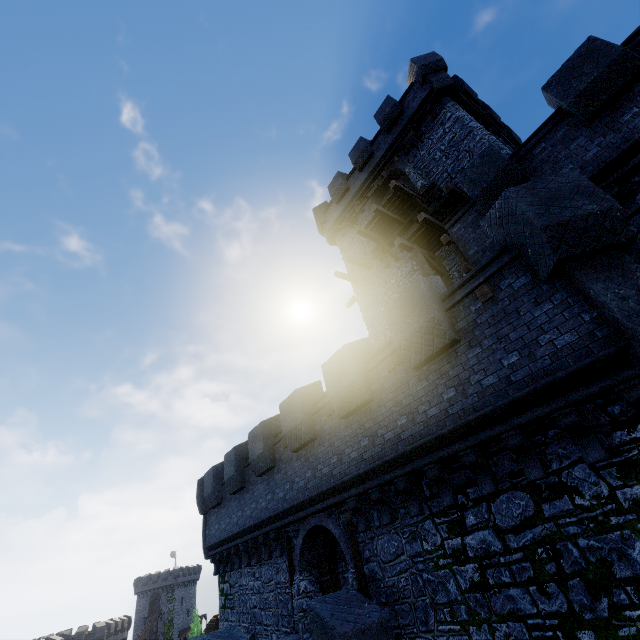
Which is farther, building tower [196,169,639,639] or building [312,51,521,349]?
building [312,51,521,349]

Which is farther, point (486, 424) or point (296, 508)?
point (296, 508)

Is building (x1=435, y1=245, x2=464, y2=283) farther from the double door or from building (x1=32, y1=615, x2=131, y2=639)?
building (x1=32, y1=615, x2=131, y2=639)

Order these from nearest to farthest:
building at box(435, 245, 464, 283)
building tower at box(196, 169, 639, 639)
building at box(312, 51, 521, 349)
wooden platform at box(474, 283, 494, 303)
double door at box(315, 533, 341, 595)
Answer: building tower at box(196, 169, 639, 639)
wooden platform at box(474, 283, 494, 303)
double door at box(315, 533, 341, 595)
building at box(435, 245, 464, 283)
building at box(312, 51, 521, 349)

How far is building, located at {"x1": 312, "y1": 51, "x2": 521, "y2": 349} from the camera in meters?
14.9

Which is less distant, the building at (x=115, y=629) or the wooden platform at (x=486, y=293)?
the wooden platform at (x=486, y=293)

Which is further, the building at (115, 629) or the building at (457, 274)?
the building at (115, 629)

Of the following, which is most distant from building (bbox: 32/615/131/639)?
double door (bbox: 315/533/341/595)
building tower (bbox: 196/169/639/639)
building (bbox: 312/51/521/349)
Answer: building (bbox: 312/51/521/349)
